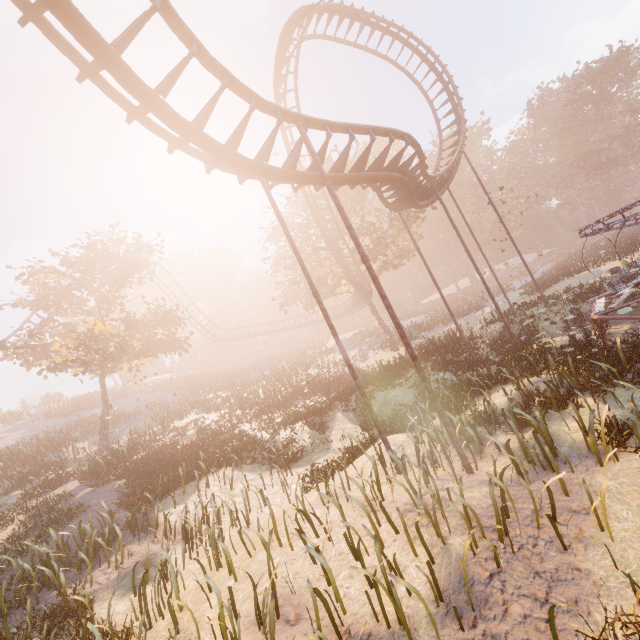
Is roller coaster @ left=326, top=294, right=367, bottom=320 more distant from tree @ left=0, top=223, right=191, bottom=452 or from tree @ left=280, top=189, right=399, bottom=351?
tree @ left=0, top=223, right=191, bottom=452

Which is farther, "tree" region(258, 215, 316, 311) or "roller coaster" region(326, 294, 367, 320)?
"roller coaster" region(326, 294, 367, 320)

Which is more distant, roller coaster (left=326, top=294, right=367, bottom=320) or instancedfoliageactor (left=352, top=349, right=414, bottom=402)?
roller coaster (left=326, top=294, right=367, bottom=320)

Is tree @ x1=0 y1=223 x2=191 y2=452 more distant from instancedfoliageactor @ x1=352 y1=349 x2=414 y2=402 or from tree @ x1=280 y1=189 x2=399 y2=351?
instancedfoliageactor @ x1=352 y1=349 x2=414 y2=402

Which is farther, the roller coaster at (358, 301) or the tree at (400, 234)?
the roller coaster at (358, 301)

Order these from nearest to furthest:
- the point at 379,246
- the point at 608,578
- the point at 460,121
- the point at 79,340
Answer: the point at 608,578, the point at 460,121, the point at 79,340, the point at 379,246

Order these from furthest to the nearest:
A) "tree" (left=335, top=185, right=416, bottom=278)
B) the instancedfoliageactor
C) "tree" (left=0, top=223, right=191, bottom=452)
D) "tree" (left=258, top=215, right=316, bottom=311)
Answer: "tree" (left=258, top=215, right=316, bottom=311) → "tree" (left=335, top=185, right=416, bottom=278) → "tree" (left=0, top=223, right=191, bottom=452) → the instancedfoliageactor

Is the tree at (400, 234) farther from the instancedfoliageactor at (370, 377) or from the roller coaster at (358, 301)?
the instancedfoliageactor at (370, 377)
